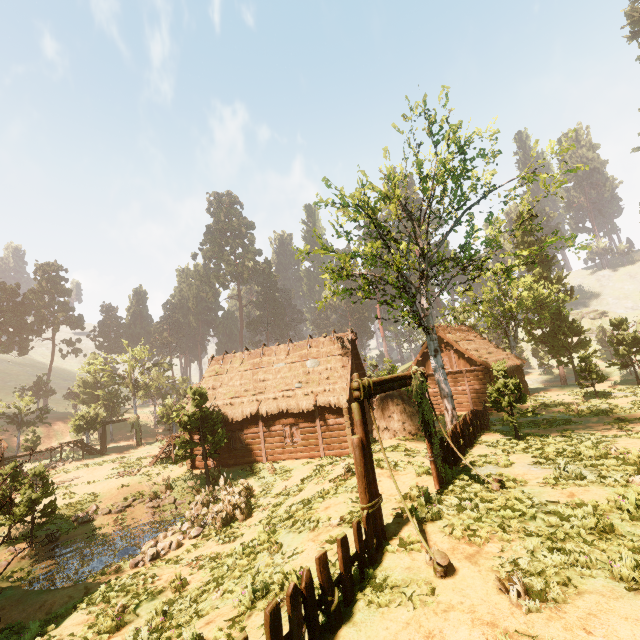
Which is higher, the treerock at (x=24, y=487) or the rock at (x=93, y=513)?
the treerock at (x=24, y=487)

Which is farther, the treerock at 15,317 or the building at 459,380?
the treerock at 15,317

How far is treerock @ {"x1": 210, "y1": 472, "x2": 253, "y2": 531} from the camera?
14.4m

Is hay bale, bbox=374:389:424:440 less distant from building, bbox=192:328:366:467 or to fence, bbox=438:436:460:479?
building, bbox=192:328:366:467

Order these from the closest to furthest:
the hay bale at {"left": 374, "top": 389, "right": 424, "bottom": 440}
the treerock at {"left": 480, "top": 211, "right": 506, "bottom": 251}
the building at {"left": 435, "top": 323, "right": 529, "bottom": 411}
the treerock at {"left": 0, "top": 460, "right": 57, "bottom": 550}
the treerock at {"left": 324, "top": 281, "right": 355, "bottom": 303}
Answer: the treerock at {"left": 0, "top": 460, "right": 57, "bottom": 550}, the treerock at {"left": 480, "top": 211, "right": 506, "bottom": 251}, the treerock at {"left": 324, "top": 281, "right": 355, "bottom": 303}, the hay bale at {"left": 374, "top": 389, "right": 424, "bottom": 440}, the building at {"left": 435, "top": 323, "right": 529, "bottom": 411}

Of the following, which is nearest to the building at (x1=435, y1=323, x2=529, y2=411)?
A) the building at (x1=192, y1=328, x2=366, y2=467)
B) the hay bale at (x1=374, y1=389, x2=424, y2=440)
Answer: the building at (x1=192, y1=328, x2=366, y2=467)

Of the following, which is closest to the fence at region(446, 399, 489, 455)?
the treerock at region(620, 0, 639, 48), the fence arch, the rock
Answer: the fence arch

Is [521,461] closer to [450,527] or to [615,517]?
[615,517]
